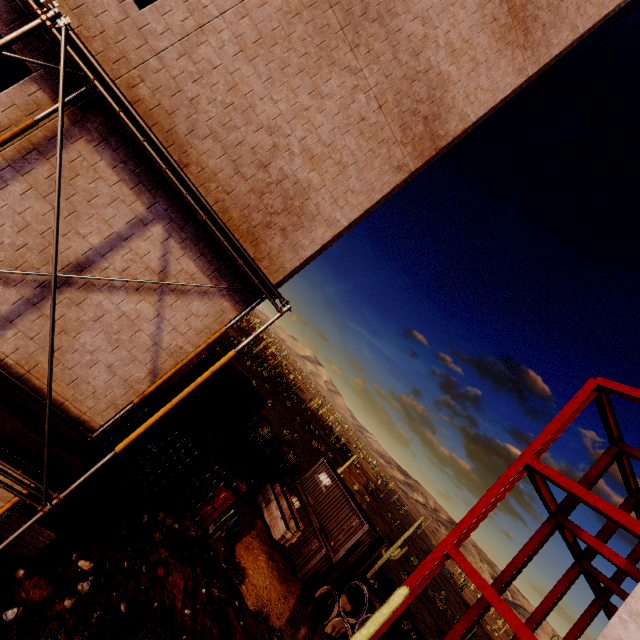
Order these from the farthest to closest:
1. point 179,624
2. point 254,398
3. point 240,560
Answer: point 254,398 < point 240,560 < point 179,624

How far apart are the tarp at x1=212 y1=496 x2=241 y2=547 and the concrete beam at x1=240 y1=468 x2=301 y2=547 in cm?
470

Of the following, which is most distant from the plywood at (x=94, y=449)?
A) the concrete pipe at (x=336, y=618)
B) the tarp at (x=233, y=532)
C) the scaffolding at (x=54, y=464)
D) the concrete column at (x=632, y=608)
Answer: the concrete pipe at (x=336, y=618)

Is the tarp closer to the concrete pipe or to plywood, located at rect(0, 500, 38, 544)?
plywood, located at rect(0, 500, 38, 544)

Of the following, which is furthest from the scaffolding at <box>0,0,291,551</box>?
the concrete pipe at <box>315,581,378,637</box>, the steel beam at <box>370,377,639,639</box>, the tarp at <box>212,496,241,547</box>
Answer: the concrete pipe at <box>315,581,378,637</box>

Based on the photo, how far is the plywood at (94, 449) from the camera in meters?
9.5

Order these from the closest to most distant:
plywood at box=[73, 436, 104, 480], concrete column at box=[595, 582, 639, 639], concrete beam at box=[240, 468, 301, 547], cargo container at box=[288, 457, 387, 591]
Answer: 1. concrete column at box=[595, 582, 639, 639]
2. plywood at box=[73, 436, 104, 480]
3. cargo container at box=[288, 457, 387, 591]
4. concrete beam at box=[240, 468, 301, 547]

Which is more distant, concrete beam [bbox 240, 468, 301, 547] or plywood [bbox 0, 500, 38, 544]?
concrete beam [bbox 240, 468, 301, 547]
